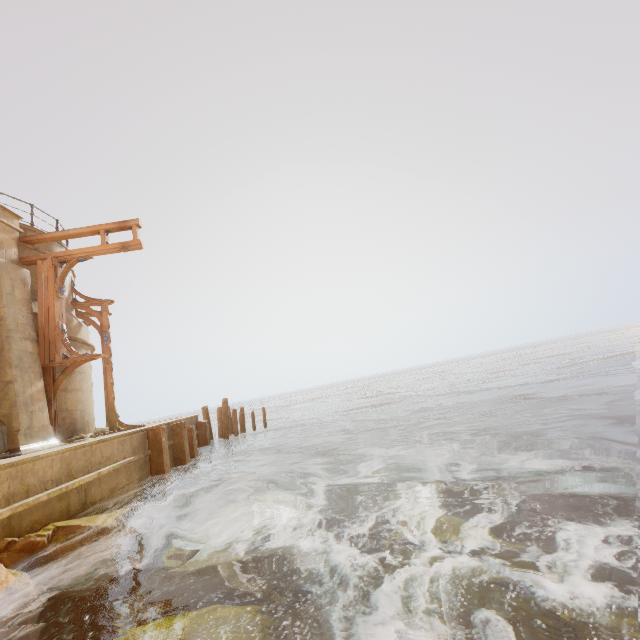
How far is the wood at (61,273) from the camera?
9.87m

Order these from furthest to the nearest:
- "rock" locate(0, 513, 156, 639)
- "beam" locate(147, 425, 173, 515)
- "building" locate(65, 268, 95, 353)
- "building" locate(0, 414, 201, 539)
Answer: "building" locate(65, 268, 95, 353) < "beam" locate(147, 425, 173, 515) < "building" locate(0, 414, 201, 539) < "rock" locate(0, 513, 156, 639)

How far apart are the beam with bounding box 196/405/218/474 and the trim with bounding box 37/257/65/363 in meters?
5.7

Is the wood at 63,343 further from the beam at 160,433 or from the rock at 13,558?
the rock at 13,558

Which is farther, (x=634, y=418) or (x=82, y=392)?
(x=82, y=392)

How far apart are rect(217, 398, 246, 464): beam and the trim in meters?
7.5

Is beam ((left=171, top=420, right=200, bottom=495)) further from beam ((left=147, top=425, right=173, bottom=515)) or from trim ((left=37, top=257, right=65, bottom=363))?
trim ((left=37, top=257, right=65, bottom=363))

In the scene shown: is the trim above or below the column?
below
